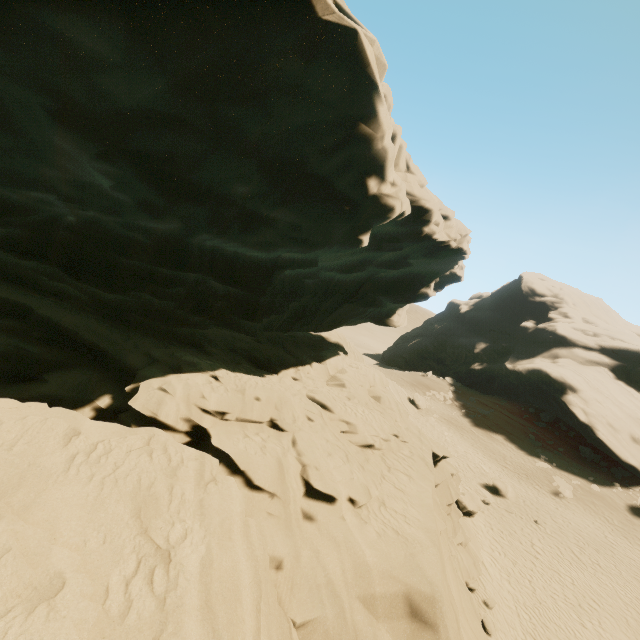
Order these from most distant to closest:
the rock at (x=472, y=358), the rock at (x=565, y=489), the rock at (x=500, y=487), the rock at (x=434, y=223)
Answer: the rock at (x=472, y=358)
the rock at (x=565, y=489)
the rock at (x=500, y=487)
the rock at (x=434, y=223)

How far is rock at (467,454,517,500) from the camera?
21.6m

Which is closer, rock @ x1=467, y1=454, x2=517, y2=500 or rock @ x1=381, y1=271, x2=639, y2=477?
rock @ x1=467, y1=454, x2=517, y2=500

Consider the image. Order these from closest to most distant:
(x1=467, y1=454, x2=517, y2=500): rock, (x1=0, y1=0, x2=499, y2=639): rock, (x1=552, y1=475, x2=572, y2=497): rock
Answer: (x1=0, y1=0, x2=499, y2=639): rock
(x1=467, y1=454, x2=517, y2=500): rock
(x1=552, y1=475, x2=572, y2=497): rock

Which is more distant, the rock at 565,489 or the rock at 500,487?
the rock at 565,489

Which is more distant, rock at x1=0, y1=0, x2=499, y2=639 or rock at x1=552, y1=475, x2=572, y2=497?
rock at x1=552, y1=475, x2=572, y2=497

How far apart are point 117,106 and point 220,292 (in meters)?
6.46
